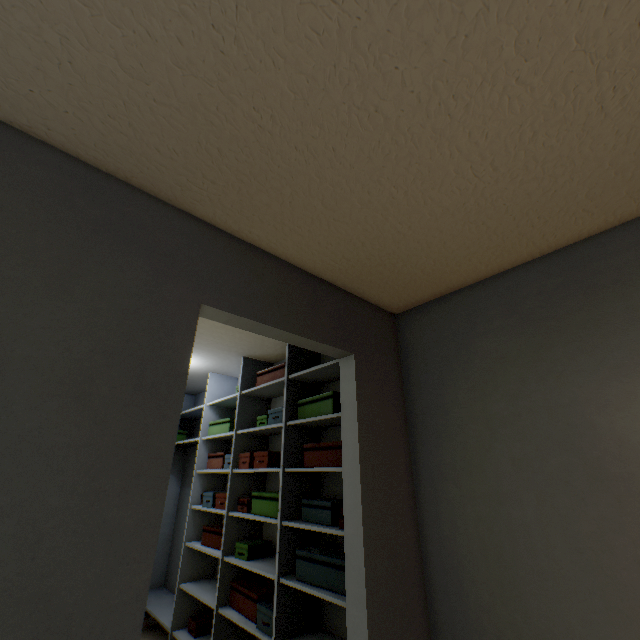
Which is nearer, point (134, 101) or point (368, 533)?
point (134, 101)

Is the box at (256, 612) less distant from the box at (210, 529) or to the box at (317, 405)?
the box at (210, 529)

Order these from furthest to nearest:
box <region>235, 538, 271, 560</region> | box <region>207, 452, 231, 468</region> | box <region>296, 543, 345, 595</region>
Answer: box <region>207, 452, 231, 468</region> → box <region>235, 538, 271, 560</region> → box <region>296, 543, 345, 595</region>

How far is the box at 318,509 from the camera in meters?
1.8 m

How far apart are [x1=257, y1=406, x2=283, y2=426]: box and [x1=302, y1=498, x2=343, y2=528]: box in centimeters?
56cm

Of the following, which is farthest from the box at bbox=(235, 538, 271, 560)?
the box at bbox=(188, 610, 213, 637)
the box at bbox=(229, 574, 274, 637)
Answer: the box at bbox=(188, 610, 213, 637)

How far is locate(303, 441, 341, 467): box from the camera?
1.9m

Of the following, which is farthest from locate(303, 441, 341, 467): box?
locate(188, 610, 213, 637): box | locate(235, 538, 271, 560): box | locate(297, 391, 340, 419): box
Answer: locate(188, 610, 213, 637): box
